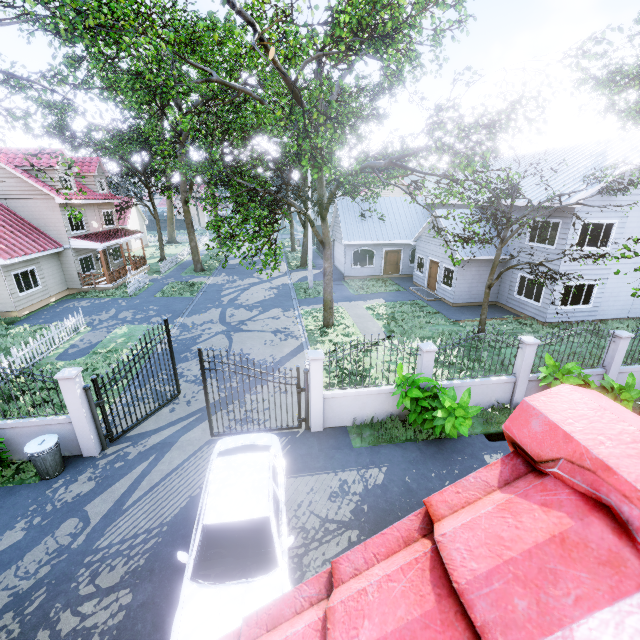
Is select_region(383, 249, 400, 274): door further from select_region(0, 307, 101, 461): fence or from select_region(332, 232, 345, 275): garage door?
select_region(0, 307, 101, 461): fence

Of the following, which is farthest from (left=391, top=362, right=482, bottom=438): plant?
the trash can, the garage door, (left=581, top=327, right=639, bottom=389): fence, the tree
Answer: the garage door

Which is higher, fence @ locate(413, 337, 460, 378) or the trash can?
fence @ locate(413, 337, 460, 378)

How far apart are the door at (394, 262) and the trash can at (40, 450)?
23.5m

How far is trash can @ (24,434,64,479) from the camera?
7.7m

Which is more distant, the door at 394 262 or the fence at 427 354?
the door at 394 262

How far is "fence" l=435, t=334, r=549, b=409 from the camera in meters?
9.8 m

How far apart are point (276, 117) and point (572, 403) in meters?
10.4 m
